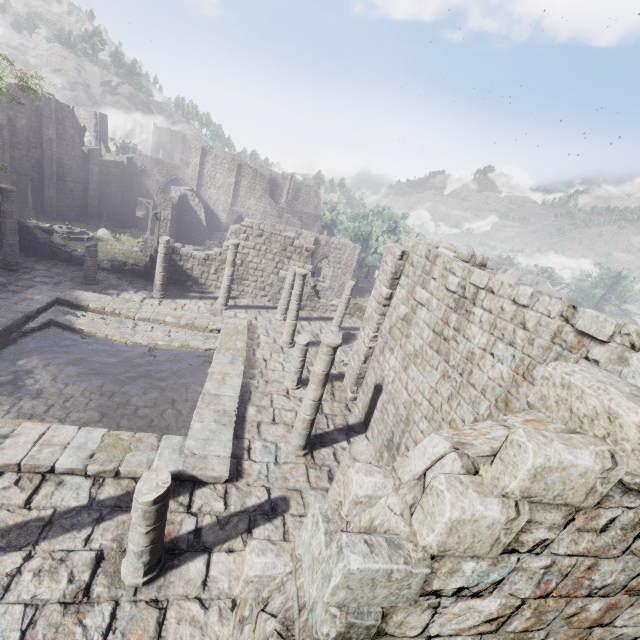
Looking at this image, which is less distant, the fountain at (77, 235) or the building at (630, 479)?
the building at (630, 479)

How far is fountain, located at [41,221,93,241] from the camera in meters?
28.8

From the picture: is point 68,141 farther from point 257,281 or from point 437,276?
point 437,276

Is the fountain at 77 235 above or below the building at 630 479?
below

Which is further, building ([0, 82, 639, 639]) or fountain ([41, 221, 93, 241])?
fountain ([41, 221, 93, 241])

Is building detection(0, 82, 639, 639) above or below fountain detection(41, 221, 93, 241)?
above
